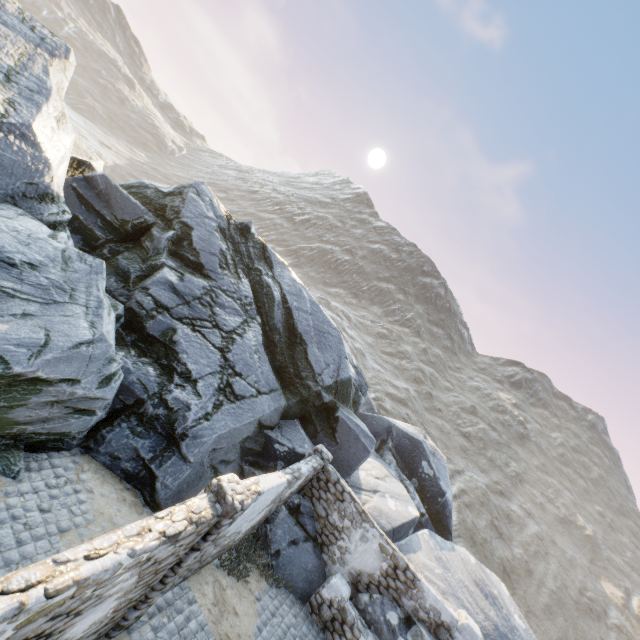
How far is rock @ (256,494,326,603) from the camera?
9.9m

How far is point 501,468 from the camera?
51.2 meters

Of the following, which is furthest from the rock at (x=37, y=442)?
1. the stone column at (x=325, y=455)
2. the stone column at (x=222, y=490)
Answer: the stone column at (x=222, y=490)

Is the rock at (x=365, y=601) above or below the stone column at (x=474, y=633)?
below

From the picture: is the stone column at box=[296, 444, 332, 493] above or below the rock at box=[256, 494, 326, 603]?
above

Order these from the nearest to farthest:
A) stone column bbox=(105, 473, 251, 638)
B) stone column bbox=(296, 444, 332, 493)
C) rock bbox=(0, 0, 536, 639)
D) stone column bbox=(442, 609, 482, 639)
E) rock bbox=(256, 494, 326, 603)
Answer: stone column bbox=(105, 473, 251, 638) → rock bbox=(0, 0, 536, 639) → stone column bbox=(442, 609, 482, 639) → rock bbox=(256, 494, 326, 603) → stone column bbox=(296, 444, 332, 493)

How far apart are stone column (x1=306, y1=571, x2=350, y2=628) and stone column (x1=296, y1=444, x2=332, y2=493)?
2.5 meters

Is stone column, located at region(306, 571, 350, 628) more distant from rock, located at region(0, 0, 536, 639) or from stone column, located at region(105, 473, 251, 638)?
stone column, located at region(105, 473, 251, 638)
